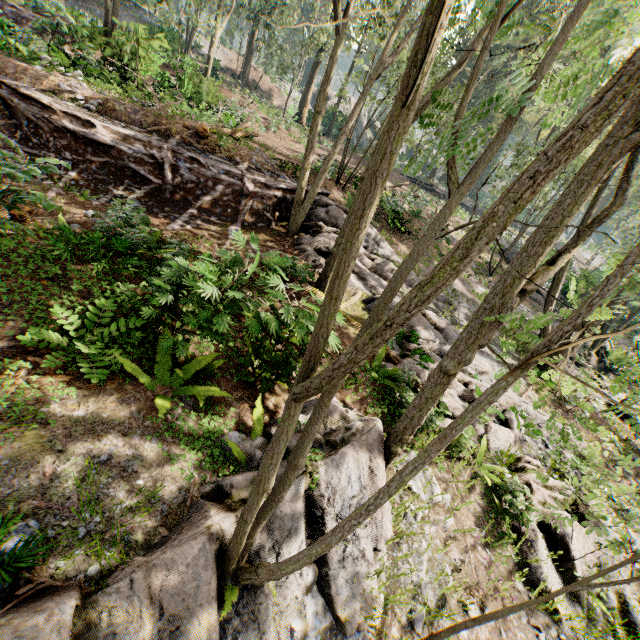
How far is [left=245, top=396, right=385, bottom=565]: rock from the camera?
4.2m

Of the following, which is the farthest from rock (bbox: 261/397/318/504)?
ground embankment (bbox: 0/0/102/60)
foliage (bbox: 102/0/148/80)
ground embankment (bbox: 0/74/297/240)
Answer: ground embankment (bbox: 0/0/102/60)

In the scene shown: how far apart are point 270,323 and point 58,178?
10.1m

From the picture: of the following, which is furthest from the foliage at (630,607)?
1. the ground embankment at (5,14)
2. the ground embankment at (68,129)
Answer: the ground embankment at (5,14)

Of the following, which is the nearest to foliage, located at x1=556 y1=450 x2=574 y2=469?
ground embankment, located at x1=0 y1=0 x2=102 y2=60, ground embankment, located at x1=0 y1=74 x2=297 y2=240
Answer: ground embankment, located at x1=0 y1=74 x2=297 y2=240

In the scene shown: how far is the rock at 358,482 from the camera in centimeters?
419cm

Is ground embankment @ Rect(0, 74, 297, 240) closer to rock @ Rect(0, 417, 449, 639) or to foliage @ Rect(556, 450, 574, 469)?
foliage @ Rect(556, 450, 574, 469)
